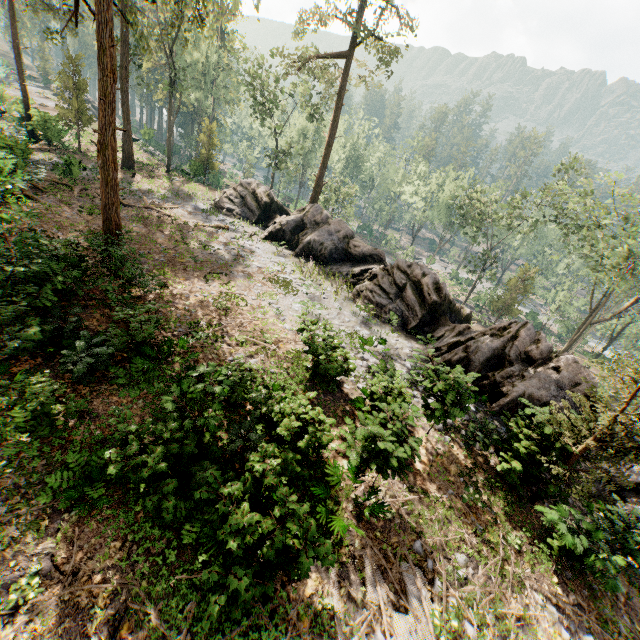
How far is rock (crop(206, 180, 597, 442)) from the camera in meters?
14.3

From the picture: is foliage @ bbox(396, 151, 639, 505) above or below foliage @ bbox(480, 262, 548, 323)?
above

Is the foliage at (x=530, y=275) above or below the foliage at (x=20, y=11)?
below

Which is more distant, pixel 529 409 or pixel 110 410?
pixel 529 409

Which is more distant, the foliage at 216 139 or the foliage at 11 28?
the foliage at 11 28

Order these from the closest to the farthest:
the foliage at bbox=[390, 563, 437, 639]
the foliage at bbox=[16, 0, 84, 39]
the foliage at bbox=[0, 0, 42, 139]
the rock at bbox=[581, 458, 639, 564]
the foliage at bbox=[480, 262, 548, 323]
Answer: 1. the foliage at bbox=[390, 563, 437, 639]
2. the rock at bbox=[581, 458, 639, 564]
3. the foliage at bbox=[16, 0, 84, 39]
4. the foliage at bbox=[0, 0, 42, 139]
5. the foliage at bbox=[480, 262, 548, 323]
